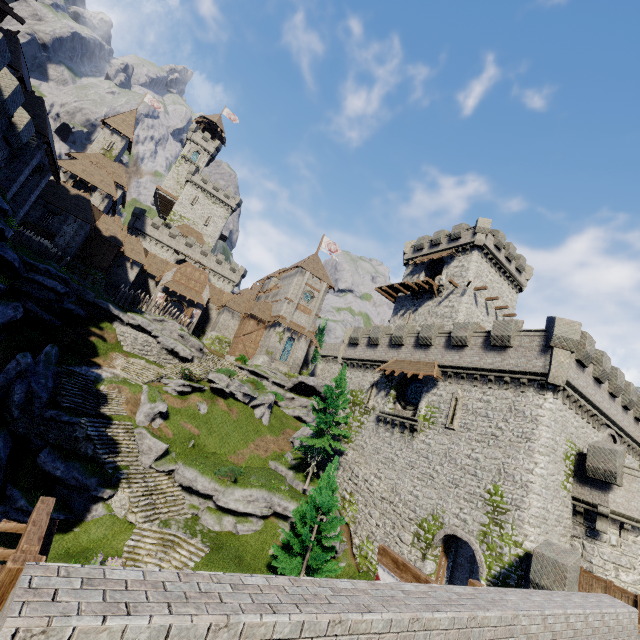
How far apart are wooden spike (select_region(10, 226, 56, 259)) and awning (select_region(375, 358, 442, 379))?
30.8m

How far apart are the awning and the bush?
13.2m

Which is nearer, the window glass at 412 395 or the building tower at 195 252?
the window glass at 412 395

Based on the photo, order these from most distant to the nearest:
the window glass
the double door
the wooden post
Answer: the double door < the window glass < the wooden post

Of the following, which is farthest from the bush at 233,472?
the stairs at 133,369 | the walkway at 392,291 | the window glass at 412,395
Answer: the walkway at 392,291

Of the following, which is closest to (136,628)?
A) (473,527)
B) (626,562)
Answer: (473,527)

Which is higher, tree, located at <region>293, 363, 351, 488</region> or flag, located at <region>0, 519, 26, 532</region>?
tree, located at <region>293, 363, 351, 488</region>

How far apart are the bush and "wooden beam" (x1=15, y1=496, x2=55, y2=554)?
17.2m
